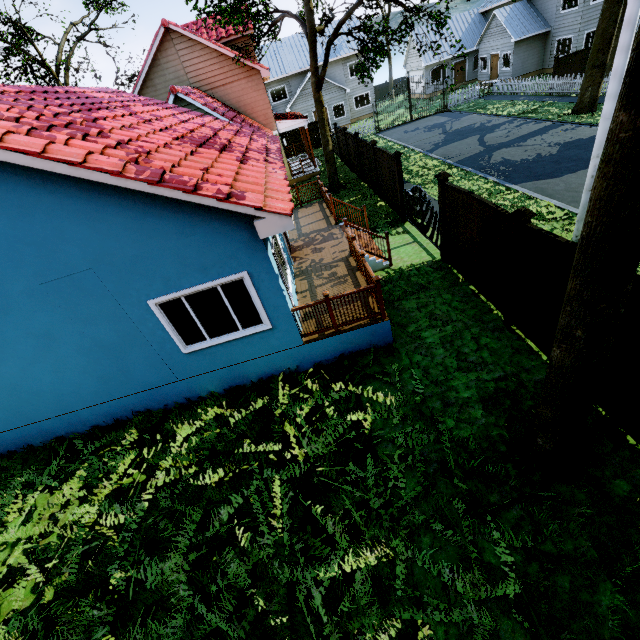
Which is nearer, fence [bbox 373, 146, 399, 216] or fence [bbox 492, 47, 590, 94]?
fence [bbox 373, 146, 399, 216]

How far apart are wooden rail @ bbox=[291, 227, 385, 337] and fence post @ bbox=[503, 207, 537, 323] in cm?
256

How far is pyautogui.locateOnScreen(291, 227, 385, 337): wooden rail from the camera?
6.70m

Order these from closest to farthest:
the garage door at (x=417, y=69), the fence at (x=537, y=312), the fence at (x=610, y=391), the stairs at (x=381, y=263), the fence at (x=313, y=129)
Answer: the fence at (x=610, y=391) → the fence at (x=537, y=312) → the stairs at (x=381, y=263) → the fence at (x=313, y=129) → the garage door at (x=417, y=69)

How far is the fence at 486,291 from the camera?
6.6m

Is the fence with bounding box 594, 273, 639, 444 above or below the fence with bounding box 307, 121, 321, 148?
below

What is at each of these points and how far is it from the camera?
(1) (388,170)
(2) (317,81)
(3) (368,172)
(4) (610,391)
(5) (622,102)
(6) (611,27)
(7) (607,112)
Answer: (1) fence, 13.0 meters
(2) tree, 15.3 meters
(3) fence, 16.4 meters
(4) fence, 4.9 meters
(5) tree, 2.5 meters
(6) tree, 15.6 meters
(7) street light, 7.2 meters

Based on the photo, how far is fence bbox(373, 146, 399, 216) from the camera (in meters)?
12.49
